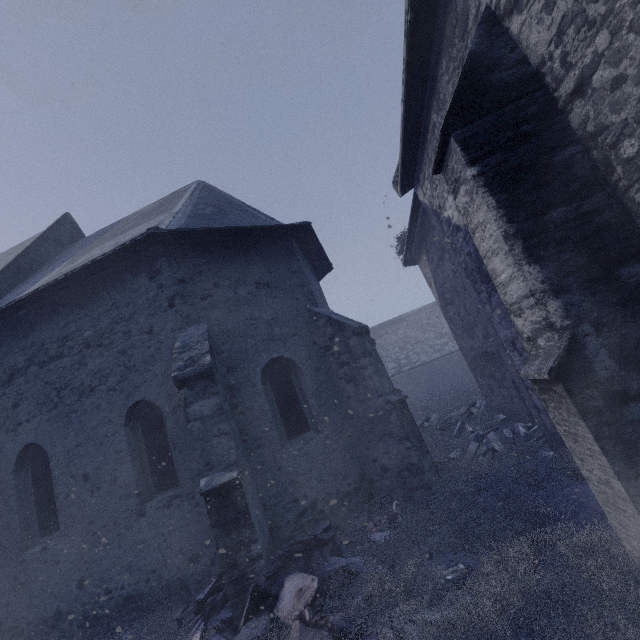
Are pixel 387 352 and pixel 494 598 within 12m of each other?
no

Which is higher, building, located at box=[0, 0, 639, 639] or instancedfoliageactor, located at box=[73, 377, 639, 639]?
building, located at box=[0, 0, 639, 639]

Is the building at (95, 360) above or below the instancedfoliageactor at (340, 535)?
above
